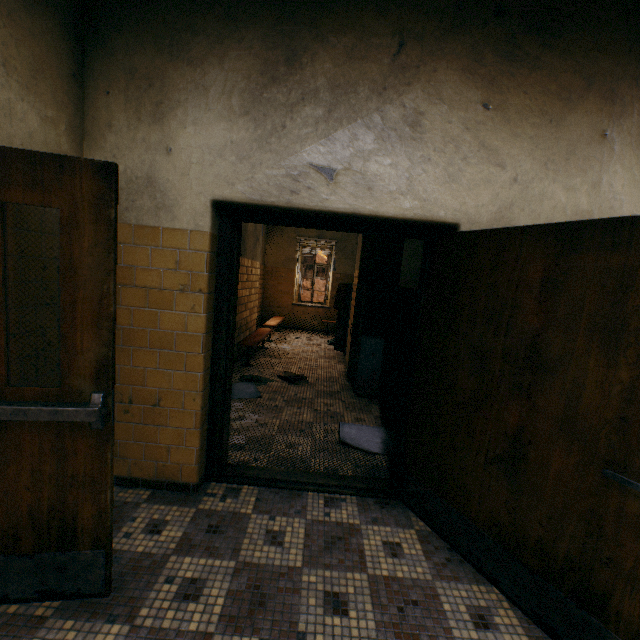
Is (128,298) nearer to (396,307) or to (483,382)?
(483,382)

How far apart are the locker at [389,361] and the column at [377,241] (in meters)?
0.01

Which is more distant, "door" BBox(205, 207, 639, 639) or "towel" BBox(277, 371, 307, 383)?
"towel" BBox(277, 371, 307, 383)

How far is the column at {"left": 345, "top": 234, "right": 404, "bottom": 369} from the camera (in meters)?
6.00

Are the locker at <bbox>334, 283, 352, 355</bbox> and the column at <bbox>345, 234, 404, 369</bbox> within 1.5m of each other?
yes

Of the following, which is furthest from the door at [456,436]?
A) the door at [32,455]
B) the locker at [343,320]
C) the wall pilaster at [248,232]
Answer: the wall pilaster at [248,232]

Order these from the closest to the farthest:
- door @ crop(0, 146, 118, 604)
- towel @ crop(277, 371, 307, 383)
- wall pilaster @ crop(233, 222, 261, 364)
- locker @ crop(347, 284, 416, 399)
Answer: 1. door @ crop(0, 146, 118, 604)
2. locker @ crop(347, 284, 416, 399)
3. towel @ crop(277, 371, 307, 383)
4. wall pilaster @ crop(233, 222, 261, 364)

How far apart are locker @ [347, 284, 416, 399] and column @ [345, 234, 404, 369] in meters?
0.0
